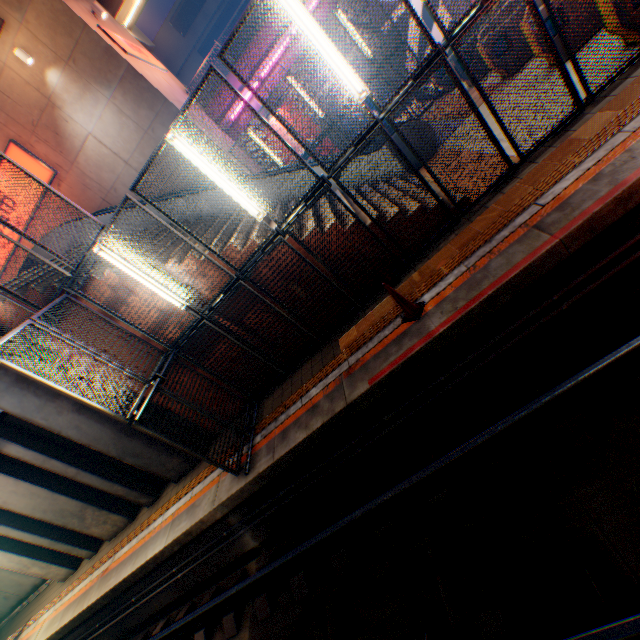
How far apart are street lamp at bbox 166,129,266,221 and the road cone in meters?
2.5 m

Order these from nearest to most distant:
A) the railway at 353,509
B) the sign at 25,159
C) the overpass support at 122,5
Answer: the railway at 353,509 < the sign at 25,159 < the overpass support at 122,5

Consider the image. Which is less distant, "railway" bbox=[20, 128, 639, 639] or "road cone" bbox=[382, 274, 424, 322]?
"railway" bbox=[20, 128, 639, 639]

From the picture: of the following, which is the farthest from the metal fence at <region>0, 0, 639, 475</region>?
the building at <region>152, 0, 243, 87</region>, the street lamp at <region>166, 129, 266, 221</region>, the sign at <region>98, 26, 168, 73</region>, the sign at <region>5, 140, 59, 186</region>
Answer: the building at <region>152, 0, 243, 87</region>

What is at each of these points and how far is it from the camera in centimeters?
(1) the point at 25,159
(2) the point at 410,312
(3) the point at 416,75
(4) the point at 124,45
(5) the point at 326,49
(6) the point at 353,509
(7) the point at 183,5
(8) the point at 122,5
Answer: (1) sign, 1251cm
(2) road cone, 565cm
(3) metal fence, 517cm
(4) sign, 1239cm
(5) street lamp, 474cm
(6) railway, 574cm
(7) building, 2931cm
(8) overpass support, 1706cm

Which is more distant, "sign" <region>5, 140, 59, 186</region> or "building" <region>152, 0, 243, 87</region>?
"building" <region>152, 0, 243, 87</region>

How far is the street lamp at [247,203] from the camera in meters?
5.3

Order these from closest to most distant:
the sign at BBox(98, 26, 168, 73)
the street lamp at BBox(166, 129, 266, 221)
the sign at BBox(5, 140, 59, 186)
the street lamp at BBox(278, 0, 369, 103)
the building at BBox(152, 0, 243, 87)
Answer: the street lamp at BBox(278, 0, 369, 103) < the street lamp at BBox(166, 129, 266, 221) < the sign at BBox(98, 26, 168, 73) < the sign at BBox(5, 140, 59, 186) < the building at BBox(152, 0, 243, 87)
